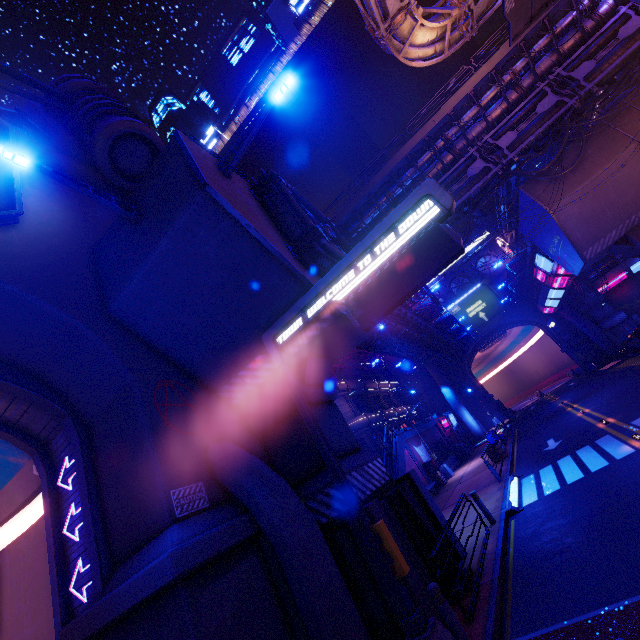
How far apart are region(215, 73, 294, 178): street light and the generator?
32.7m

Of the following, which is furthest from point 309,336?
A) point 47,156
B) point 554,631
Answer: point 47,156

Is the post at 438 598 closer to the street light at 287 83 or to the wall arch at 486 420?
the street light at 287 83

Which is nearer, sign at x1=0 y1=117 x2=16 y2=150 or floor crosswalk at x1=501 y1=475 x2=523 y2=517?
sign at x1=0 y1=117 x2=16 y2=150

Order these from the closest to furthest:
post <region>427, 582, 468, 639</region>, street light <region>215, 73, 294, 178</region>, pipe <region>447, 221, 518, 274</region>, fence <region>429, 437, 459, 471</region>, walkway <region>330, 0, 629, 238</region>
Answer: post <region>427, 582, 468, 639</region>
street light <region>215, 73, 294, 178</region>
walkway <region>330, 0, 629, 238</region>
fence <region>429, 437, 459, 471</region>
pipe <region>447, 221, 518, 274</region>

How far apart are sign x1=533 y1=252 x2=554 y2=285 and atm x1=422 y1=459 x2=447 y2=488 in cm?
1942

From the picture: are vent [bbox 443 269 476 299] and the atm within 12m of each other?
no

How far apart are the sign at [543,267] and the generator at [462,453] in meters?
18.6
